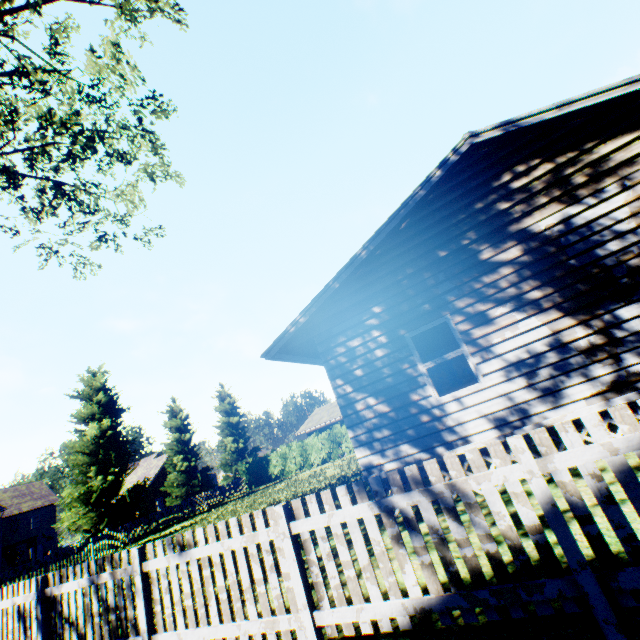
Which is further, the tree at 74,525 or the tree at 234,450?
the tree at 234,450

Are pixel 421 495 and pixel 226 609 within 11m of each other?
yes

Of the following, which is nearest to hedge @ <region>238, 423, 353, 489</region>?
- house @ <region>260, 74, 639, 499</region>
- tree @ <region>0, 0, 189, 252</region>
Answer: house @ <region>260, 74, 639, 499</region>

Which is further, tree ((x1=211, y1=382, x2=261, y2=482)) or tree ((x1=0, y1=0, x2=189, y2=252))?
tree ((x1=211, y1=382, x2=261, y2=482))

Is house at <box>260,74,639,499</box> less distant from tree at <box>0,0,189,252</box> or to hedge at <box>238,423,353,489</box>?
hedge at <box>238,423,353,489</box>

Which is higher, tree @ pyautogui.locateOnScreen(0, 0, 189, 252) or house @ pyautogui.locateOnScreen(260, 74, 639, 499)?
tree @ pyautogui.locateOnScreen(0, 0, 189, 252)

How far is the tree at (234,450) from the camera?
36.0 meters

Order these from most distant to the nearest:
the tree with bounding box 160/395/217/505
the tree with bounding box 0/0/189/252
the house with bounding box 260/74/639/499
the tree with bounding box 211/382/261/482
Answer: the tree with bounding box 211/382/261/482
the tree with bounding box 160/395/217/505
the tree with bounding box 0/0/189/252
the house with bounding box 260/74/639/499
